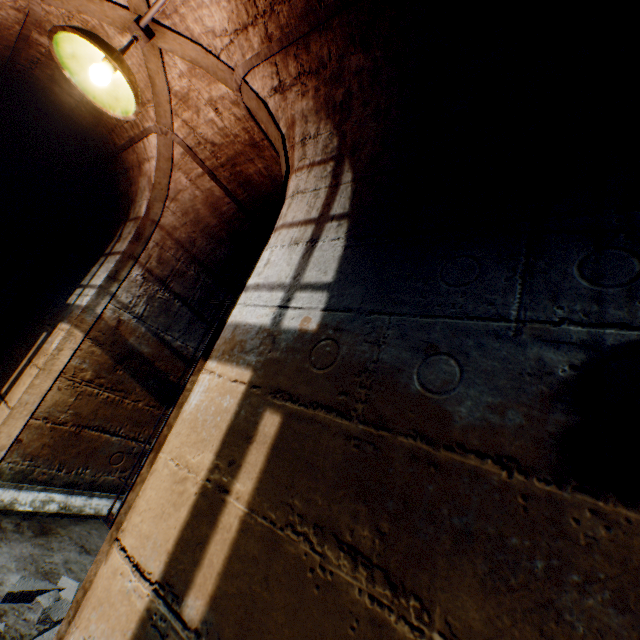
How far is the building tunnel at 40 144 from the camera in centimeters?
358cm

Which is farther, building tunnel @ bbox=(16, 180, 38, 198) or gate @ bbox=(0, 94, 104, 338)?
building tunnel @ bbox=(16, 180, 38, 198)

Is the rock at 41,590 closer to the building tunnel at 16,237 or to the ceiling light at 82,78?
the building tunnel at 16,237

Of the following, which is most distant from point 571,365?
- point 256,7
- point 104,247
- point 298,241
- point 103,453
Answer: point 104,247

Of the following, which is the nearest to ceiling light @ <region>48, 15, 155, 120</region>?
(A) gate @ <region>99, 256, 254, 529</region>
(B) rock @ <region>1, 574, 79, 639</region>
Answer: (A) gate @ <region>99, 256, 254, 529</region>

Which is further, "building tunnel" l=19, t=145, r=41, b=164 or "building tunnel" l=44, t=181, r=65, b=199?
"building tunnel" l=44, t=181, r=65, b=199

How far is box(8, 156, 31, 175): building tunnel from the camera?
4.1 meters
